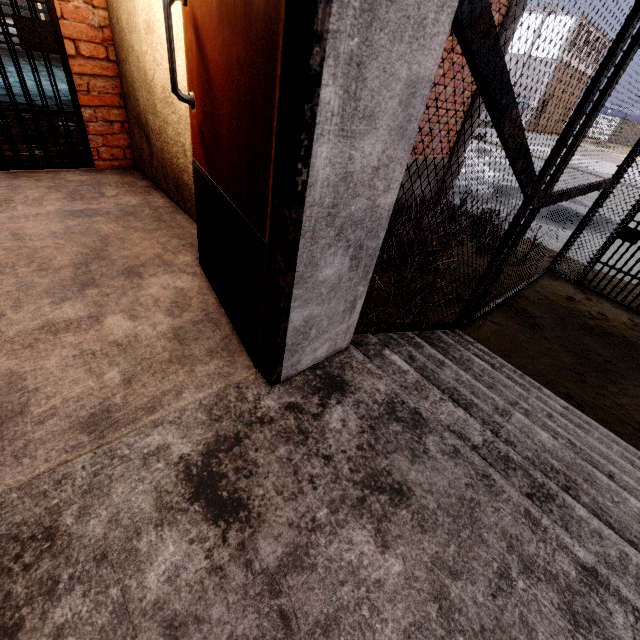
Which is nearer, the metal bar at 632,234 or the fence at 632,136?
the metal bar at 632,234

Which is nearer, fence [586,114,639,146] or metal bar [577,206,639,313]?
metal bar [577,206,639,313]

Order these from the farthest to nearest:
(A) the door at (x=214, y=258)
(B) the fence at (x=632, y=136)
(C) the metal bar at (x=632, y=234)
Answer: (B) the fence at (x=632, y=136), (C) the metal bar at (x=632, y=234), (A) the door at (x=214, y=258)

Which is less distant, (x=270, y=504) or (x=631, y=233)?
(x=270, y=504)

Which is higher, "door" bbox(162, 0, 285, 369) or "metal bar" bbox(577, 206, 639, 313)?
"door" bbox(162, 0, 285, 369)

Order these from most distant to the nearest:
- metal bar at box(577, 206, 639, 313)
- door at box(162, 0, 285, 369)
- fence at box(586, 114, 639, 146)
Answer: fence at box(586, 114, 639, 146) < metal bar at box(577, 206, 639, 313) < door at box(162, 0, 285, 369)

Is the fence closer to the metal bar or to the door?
the door

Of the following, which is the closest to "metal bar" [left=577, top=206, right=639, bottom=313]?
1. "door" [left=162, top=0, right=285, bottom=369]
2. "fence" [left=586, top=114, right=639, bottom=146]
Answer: "door" [left=162, top=0, right=285, bottom=369]
